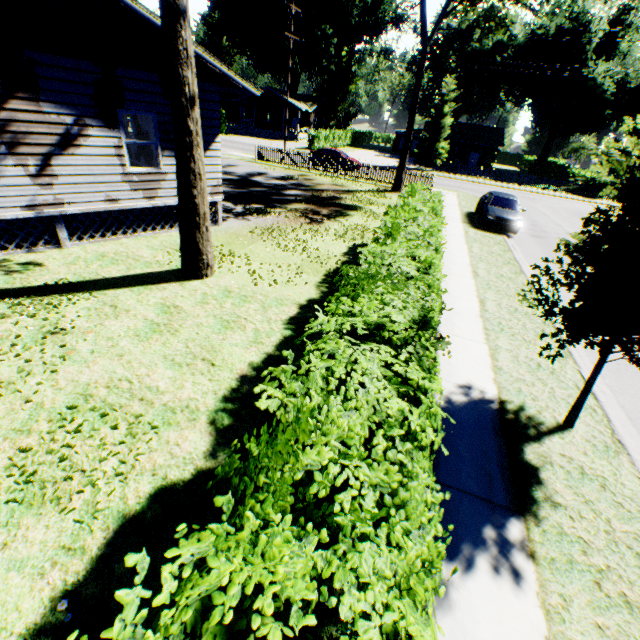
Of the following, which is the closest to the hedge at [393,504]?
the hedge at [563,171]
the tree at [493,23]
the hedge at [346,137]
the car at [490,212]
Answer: the car at [490,212]

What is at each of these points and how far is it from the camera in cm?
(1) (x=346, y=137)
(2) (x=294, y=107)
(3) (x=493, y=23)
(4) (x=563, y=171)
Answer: (1) hedge, 5331
(2) house, 4850
(3) tree, 1822
(4) hedge, 4366

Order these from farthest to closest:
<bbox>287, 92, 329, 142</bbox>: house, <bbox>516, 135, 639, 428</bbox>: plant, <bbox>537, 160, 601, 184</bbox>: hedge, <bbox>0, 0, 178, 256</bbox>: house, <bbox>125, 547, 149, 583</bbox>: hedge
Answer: <bbox>287, 92, 329, 142</bbox>: house
<bbox>537, 160, 601, 184</bbox>: hedge
<bbox>0, 0, 178, 256</bbox>: house
<bbox>516, 135, 639, 428</bbox>: plant
<bbox>125, 547, 149, 583</bbox>: hedge

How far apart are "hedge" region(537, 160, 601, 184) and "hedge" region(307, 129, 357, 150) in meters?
31.1

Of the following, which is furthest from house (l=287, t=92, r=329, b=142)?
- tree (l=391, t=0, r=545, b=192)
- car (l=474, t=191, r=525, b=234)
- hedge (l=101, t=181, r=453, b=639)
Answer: hedge (l=101, t=181, r=453, b=639)

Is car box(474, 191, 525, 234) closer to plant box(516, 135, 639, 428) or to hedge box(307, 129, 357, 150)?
plant box(516, 135, 639, 428)

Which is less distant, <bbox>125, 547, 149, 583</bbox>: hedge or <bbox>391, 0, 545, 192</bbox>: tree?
<bbox>125, 547, 149, 583</bbox>: hedge

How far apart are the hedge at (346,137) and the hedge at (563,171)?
31.05m
